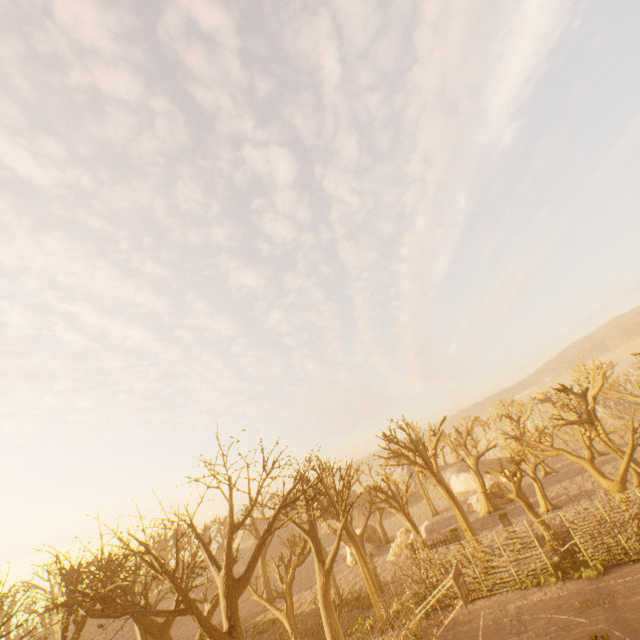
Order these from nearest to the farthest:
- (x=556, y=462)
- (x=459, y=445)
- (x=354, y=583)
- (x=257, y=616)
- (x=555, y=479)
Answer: (x=354, y=583)
(x=257, y=616)
(x=459, y=445)
(x=555, y=479)
(x=556, y=462)

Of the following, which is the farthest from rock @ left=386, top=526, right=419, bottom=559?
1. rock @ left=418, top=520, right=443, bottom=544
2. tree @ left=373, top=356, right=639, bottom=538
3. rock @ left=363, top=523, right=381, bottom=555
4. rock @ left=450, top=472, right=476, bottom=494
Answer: rock @ left=450, top=472, right=476, bottom=494

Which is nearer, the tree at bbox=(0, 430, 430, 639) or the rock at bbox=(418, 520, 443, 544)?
the tree at bbox=(0, 430, 430, 639)

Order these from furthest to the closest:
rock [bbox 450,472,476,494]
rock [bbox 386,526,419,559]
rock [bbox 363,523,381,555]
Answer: rock [bbox 450,472,476,494] → rock [bbox 363,523,381,555] → rock [bbox 386,526,419,559]

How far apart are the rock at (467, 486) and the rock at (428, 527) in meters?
22.6 m

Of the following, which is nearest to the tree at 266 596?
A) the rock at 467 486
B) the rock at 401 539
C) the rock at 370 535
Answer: the rock at 370 535

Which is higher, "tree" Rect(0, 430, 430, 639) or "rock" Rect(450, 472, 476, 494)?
"tree" Rect(0, 430, 430, 639)
